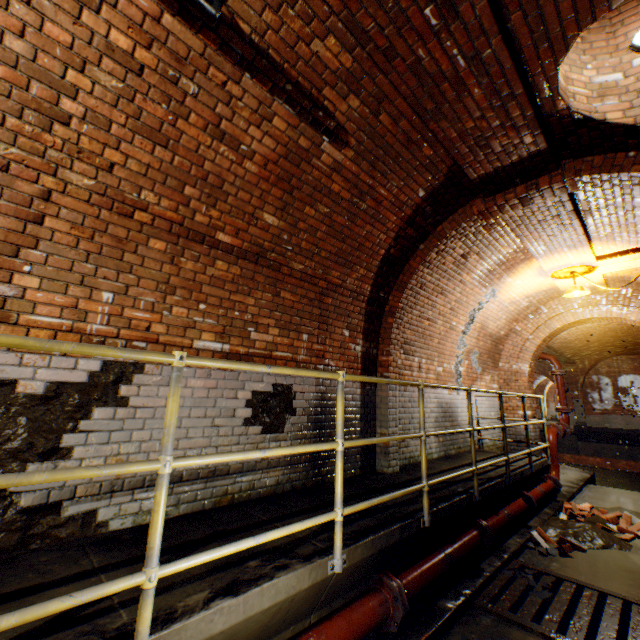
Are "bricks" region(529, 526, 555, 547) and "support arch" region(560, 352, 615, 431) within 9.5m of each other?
no

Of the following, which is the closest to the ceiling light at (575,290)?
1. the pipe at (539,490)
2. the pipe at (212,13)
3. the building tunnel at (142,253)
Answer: the building tunnel at (142,253)

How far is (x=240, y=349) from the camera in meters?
3.5 m

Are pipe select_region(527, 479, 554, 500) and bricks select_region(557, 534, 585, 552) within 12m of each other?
yes

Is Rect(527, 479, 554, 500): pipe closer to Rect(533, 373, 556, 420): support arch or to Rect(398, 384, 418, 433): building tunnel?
Rect(398, 384, 418, 433): building tunnel

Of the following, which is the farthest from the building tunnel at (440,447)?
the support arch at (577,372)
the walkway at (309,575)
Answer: the support arch at (577,372)

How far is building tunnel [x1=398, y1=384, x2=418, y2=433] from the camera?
5.5 meters

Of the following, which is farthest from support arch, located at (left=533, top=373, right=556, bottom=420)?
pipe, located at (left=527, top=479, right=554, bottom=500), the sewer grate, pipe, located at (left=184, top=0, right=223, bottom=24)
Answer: pipe, located at (left=184, top=0, right=223, bottom=24)
